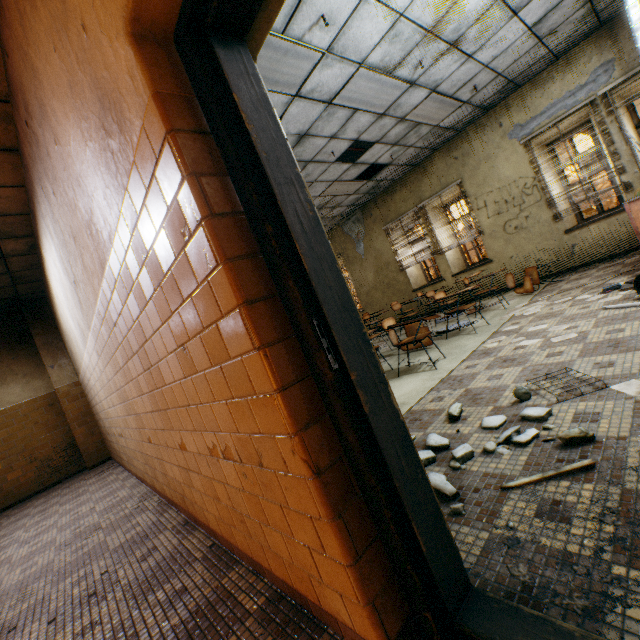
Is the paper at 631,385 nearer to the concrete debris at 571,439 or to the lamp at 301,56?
the concrete debris at 571,439

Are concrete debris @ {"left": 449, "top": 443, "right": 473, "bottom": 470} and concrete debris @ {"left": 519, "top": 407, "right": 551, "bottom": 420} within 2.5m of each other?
yes

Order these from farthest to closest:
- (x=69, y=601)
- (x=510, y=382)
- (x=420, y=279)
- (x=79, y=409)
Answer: (x=420, y=279) < (x=79, y=409) < (x=510, y=382) < (x=69, y=601)

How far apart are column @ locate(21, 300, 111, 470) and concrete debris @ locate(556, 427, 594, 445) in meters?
8.2

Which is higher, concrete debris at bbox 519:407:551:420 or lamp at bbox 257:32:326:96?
lamp at bbox 257:32:326:96

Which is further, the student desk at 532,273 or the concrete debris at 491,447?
the student desk at 532,273

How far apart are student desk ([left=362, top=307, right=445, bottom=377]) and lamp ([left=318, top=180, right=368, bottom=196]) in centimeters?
378cm

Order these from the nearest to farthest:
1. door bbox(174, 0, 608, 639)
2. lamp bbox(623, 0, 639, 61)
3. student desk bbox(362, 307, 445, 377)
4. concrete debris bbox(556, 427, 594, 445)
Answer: door bbox(174, 0, 608, 639), concrete debris bbox(556, 427, 594, 445), lamp bbox(623, 0, 639, 61), student desk bbox(362, 307, 445, 377)
